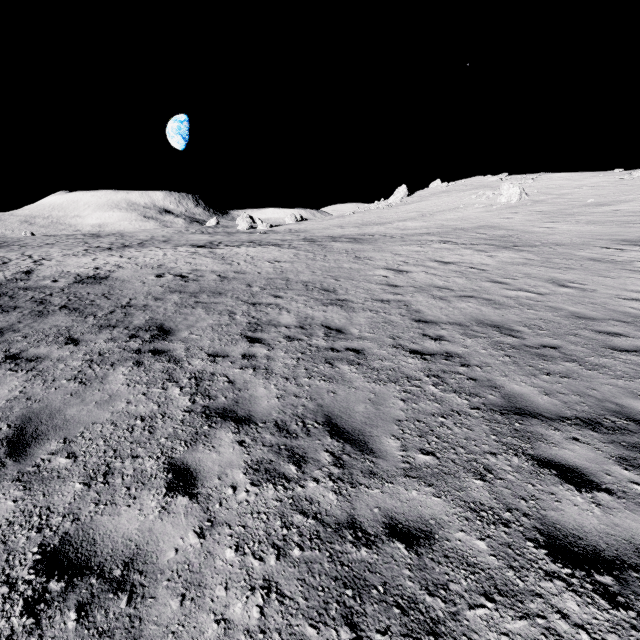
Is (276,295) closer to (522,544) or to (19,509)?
(19,509)
